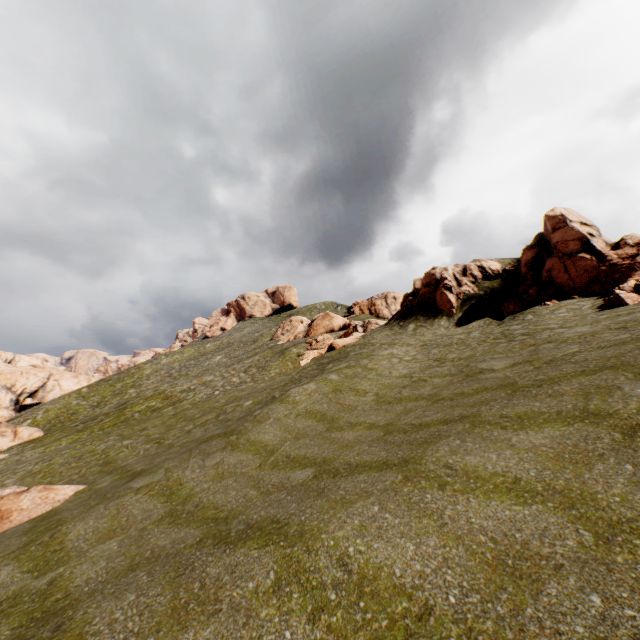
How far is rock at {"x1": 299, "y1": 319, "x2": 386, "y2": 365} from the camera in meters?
32.6 m

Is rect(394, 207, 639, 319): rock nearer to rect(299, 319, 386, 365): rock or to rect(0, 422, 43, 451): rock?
rect(299, 319, 386, 365): rock

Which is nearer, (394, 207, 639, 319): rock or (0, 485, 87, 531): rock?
(0, 485, 87, 531): rock

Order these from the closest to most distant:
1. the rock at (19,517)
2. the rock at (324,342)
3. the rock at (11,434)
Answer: the rock at (19,517) < the rock at (324,342) < the rock at (11,434)

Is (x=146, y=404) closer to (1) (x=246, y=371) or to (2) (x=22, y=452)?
(2) (x=22, y=452)

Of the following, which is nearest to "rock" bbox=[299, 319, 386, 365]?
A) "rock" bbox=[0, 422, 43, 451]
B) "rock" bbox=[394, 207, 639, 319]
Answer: "rock" bbox=[394, 207, 639, 319]

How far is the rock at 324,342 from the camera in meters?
32.6 m
